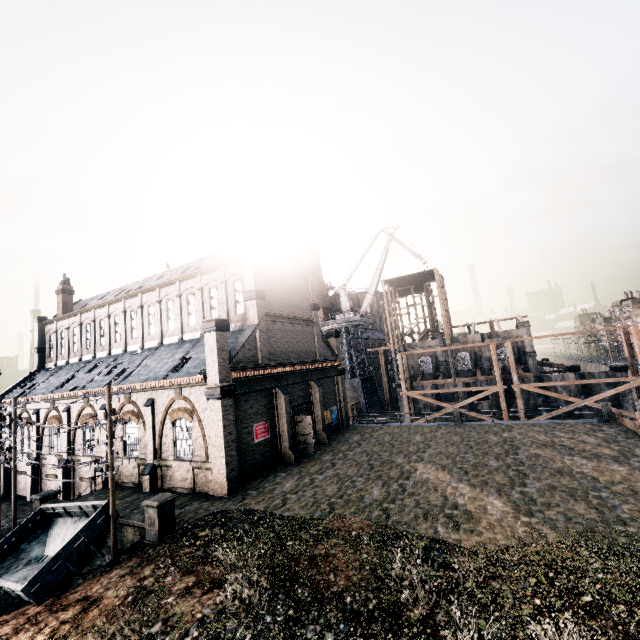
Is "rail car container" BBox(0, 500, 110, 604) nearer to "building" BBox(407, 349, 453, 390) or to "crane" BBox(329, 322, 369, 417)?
"building" BBox(407, 349, 453, 390)

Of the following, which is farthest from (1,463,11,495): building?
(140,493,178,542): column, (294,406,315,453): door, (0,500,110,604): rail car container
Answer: (0,500,110,604): rail car container

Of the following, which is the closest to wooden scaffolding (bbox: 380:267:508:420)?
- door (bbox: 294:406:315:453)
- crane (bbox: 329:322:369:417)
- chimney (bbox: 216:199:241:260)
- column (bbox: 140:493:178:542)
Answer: crane (bbox: 329:322:369:417)

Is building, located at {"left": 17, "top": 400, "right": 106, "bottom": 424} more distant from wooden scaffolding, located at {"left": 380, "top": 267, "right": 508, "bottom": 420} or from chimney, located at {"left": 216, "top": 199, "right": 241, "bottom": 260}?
chimney, located at {"left": 216, "top": 199, "right": 241, "bottom": 260}

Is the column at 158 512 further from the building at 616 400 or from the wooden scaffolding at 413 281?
the wooden scaffolding at 413 281

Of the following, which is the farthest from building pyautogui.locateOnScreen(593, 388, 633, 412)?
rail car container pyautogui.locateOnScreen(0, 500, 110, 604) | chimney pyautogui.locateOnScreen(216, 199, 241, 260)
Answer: rail car container pyautogui.locateOnScreen(0, 500, 110, 604)

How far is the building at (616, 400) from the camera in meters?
38.3

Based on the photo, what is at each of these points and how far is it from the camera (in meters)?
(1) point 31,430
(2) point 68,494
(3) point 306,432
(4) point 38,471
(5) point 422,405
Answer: (1) building, 32.94
(2) building, 28.28
(3) door, 28.05
(4) building, 31.28
(5) building, 49.94
